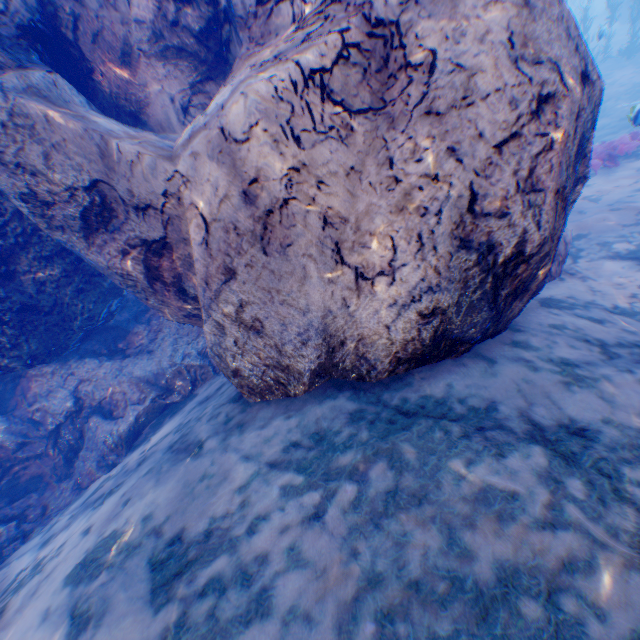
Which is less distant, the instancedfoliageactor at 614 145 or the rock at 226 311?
the rock at 226 311

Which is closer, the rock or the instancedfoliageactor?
Answer: the rock

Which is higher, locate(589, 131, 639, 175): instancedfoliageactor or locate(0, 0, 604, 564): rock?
locate(0, 0, 604, 564): rock

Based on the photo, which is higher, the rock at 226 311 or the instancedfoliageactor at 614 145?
the rock at 226 311

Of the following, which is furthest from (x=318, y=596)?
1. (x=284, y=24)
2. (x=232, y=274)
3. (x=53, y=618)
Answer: (x=284, y=24)
